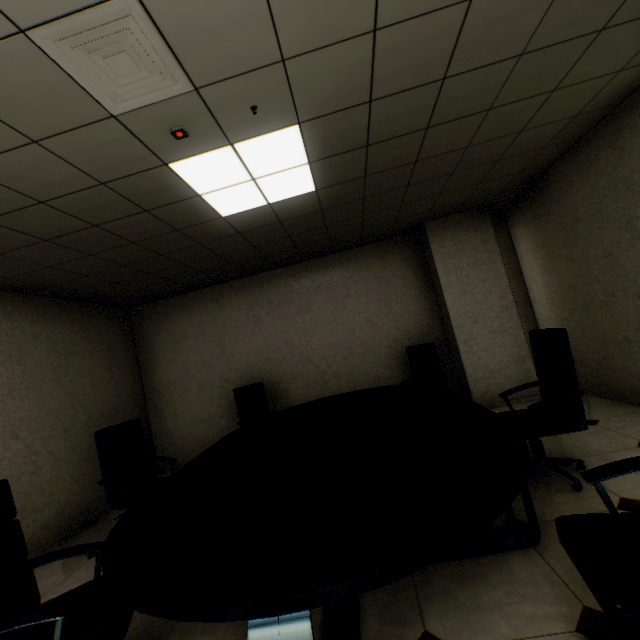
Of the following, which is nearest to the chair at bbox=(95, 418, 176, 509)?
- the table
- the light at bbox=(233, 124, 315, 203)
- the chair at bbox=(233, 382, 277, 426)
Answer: the table

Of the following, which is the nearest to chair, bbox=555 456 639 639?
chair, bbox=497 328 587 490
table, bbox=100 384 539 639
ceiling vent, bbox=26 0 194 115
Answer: table, bbox=100 384 539 639

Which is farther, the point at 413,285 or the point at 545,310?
the point at 413,285

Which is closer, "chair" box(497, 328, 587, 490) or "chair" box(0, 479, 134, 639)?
"chair" box(0, 479, 134, 639)

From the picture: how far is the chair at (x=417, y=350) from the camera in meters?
4.5

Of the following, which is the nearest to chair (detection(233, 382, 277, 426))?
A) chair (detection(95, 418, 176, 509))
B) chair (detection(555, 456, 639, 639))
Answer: chair (detection(95, 418, 176, 509))

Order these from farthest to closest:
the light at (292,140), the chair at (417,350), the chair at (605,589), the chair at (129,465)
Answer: the chair at (417,350) → the chair at (129,465) → the light at (292,140) → the chair at (605,589)

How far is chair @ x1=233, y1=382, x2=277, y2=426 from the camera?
4.7m
